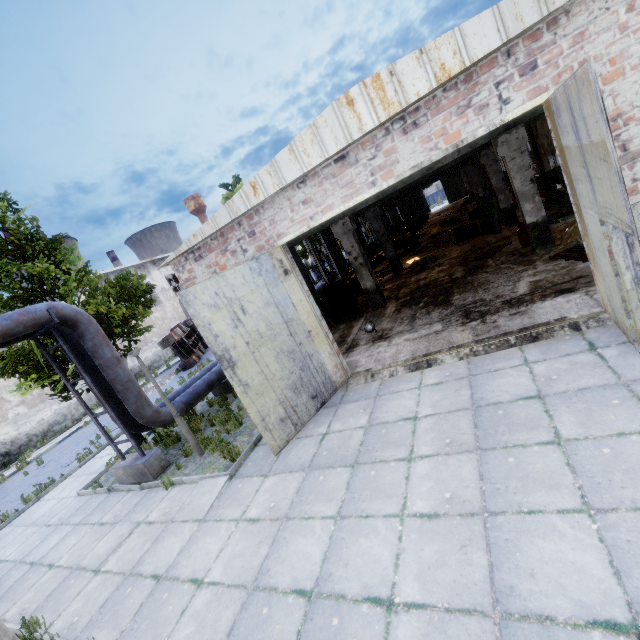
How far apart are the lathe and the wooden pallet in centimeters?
797cm

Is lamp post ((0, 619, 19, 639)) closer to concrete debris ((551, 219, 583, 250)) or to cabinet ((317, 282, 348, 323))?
cabinet ((317, 282, 348, 323))

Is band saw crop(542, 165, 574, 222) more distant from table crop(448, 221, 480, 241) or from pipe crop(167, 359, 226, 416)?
pipe crop(167, 359, 226, 416)

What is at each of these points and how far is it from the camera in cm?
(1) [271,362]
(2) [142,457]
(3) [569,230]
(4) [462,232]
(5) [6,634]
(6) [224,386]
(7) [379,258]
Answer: (1) door, 697
(2) pipe holder, 888
(3) concrete debris, 1048
(4) table, 1827
(5) lamp post, 379
(6) pipe holder, 1266
(7) band saw, 2144

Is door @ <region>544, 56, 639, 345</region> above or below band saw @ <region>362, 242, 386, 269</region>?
above

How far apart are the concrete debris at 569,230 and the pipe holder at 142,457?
13.18m

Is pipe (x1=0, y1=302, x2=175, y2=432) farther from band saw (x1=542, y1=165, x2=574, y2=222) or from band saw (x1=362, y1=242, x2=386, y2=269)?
band saw (x1=542, y1=165, x2=574, y2=222)

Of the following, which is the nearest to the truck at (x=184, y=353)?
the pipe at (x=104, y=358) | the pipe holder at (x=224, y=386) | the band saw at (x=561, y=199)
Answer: the pipe at (x=104, y=358)
